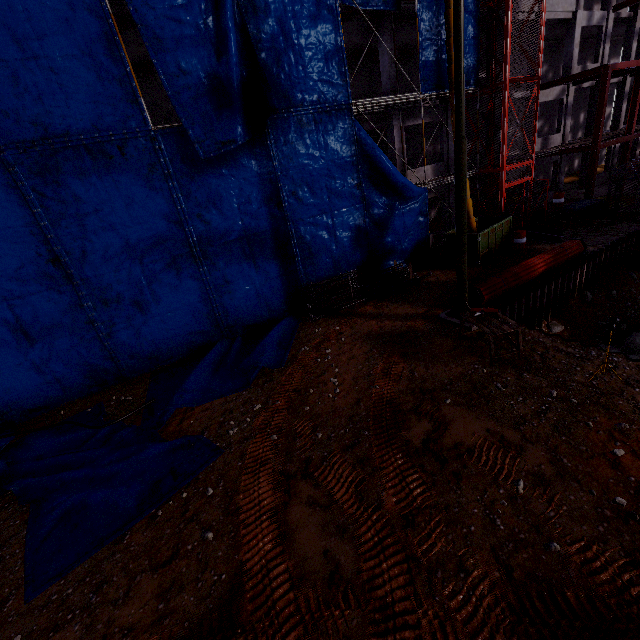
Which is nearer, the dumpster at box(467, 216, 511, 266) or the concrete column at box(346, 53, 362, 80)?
the dumpster at box(467, 216, 511, 266)

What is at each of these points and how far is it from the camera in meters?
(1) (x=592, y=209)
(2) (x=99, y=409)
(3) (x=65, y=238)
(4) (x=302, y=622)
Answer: (1) wooden box, 18.7
(2) tarp, 10.8
(3) tarp, 10.2
(4) tire tracks, 4.7

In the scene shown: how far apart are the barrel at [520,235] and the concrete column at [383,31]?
9.2 meters

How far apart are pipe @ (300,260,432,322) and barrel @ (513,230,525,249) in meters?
9.0 m

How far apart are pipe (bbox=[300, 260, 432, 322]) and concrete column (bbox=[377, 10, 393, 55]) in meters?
9.1 m

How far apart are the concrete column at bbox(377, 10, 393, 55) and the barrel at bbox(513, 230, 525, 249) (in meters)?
9.16

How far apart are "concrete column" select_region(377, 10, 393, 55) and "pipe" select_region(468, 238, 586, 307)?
10.3m

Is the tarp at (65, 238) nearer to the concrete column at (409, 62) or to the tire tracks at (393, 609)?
the tire tracks at (393, 609)
